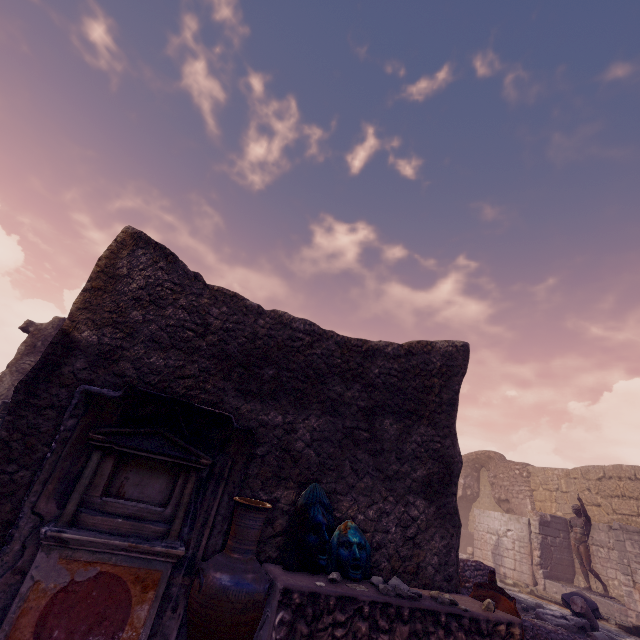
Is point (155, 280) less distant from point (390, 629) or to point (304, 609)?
point (304, 609)

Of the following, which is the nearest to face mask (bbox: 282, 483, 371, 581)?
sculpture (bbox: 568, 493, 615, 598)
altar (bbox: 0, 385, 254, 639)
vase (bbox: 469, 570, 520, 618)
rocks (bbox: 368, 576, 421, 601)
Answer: rocks (bbox: 368, 576, 421, 601)

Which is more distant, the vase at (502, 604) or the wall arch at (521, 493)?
the wall arch at (521, 493)

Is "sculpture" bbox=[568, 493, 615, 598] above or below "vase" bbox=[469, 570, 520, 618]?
above

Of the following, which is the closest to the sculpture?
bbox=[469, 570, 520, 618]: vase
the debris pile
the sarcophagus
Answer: the debris pile

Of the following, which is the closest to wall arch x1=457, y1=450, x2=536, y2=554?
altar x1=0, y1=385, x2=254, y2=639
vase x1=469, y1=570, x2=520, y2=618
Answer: vase x1=469, y1=570, x2=520, y2=618

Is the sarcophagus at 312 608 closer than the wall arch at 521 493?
Yes

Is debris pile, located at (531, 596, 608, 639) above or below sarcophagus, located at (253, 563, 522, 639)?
below
